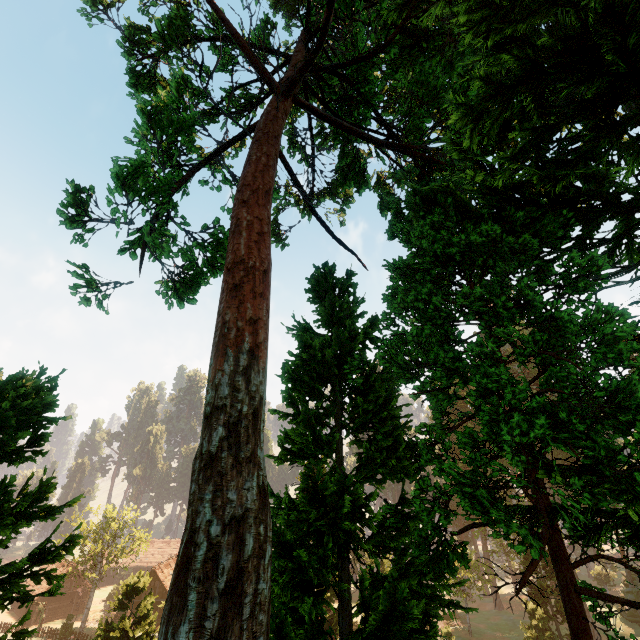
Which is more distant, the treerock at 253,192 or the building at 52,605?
the building at 52,605

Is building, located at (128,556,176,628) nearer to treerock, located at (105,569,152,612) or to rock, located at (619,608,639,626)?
treerock, located at (105,569,152,612)

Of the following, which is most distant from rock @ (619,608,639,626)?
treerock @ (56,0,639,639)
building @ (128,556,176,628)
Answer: building @ (128,556,176,628)

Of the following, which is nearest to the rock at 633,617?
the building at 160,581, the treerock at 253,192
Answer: the treerock at 253,192

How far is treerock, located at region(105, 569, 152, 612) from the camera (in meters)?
24.91

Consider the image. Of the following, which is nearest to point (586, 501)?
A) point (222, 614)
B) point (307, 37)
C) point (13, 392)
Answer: point (222, 614)

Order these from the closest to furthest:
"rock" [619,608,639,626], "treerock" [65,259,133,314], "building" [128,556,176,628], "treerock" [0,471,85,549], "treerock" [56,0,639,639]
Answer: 1. "treerock" [56,0,639,639]
2. "treerock" [0,471,85,549]
3. "treerock" [65,259,133,314]
4. "rock" [619,608,639,626]
5. "building" [128,556,176,628]

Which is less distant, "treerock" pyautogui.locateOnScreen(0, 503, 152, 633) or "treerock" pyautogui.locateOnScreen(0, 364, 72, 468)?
"treerock" pyautogui.locateOnScreen(0, 503, 152, 633)
